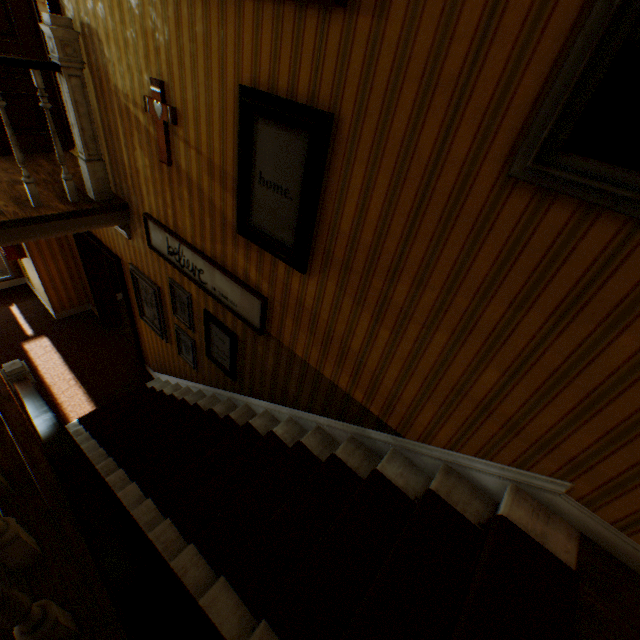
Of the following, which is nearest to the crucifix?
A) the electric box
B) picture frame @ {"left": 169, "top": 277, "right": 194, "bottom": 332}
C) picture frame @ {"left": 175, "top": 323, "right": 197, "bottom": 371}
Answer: picture frame @ {"left": 169, "top": 277, "right": 194, "bottom": 332}

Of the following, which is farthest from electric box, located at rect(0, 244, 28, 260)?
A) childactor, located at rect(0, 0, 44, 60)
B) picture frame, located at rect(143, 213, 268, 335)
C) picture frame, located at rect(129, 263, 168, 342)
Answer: picture frame, located at rect(143, 213, 268, 335)

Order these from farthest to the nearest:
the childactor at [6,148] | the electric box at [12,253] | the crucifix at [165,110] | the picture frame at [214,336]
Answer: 1. the electric box at [12,253]
2. the childactor at [6,148]
3. the picture frame at [214,336]
4. the crucifix at [165,110]

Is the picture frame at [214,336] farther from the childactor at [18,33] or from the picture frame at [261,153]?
the childactor at [18,33]

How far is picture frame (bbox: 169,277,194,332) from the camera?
3.78m

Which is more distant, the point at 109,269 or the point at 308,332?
the point at 109,269

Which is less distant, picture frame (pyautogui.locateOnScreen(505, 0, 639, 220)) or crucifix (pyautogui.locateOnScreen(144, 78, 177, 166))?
picture frame (pyautogui.locateOnScreen(505, 0, 639, 220))

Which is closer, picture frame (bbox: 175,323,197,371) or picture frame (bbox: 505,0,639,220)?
picture frame (bbox: 505,0,639,220)
